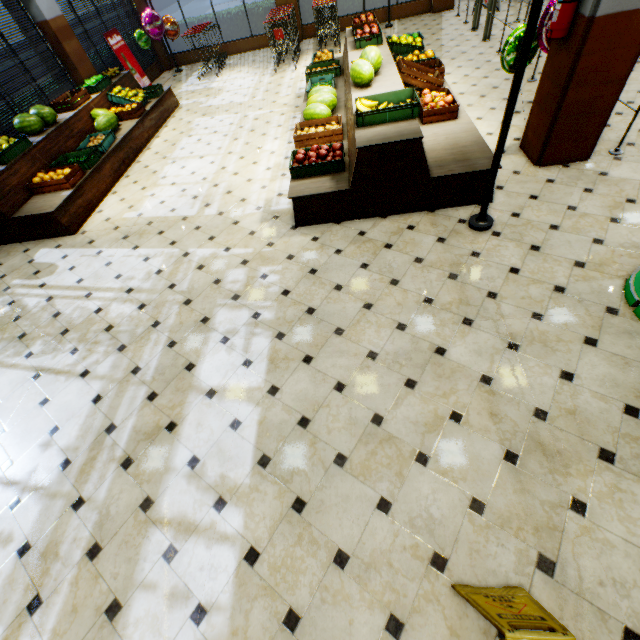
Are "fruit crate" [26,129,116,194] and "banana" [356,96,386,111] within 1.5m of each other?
no

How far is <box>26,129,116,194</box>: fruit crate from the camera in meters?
5.5

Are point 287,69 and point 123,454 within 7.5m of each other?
no

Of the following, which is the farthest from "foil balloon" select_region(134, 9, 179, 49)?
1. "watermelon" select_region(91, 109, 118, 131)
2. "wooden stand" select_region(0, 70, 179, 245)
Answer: "watermelon" select_region(91, 109, 118, 131)

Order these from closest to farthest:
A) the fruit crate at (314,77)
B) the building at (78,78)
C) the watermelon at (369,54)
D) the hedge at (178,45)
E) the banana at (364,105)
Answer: the banana at (364,105) → the watermelon at (369,54) → the fruit crate at (314,77) → the building at (78,78) → the hedge at (178,45)

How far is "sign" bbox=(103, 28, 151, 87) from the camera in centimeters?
873cm

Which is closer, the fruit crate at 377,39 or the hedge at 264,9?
the fruit crate at 377,39

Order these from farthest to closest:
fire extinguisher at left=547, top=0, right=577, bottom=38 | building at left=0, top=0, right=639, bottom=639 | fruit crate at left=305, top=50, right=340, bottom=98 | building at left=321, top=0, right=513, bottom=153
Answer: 1. fruit crate at left=305, top=50, right=340, bottom=98
2. building at left=321, top=0, right=513, bottom=153
3. fire extinguisher at left=547, top=0, right=577, bottom=38
4. building at left=0, top=0, right=639, bottom=639
